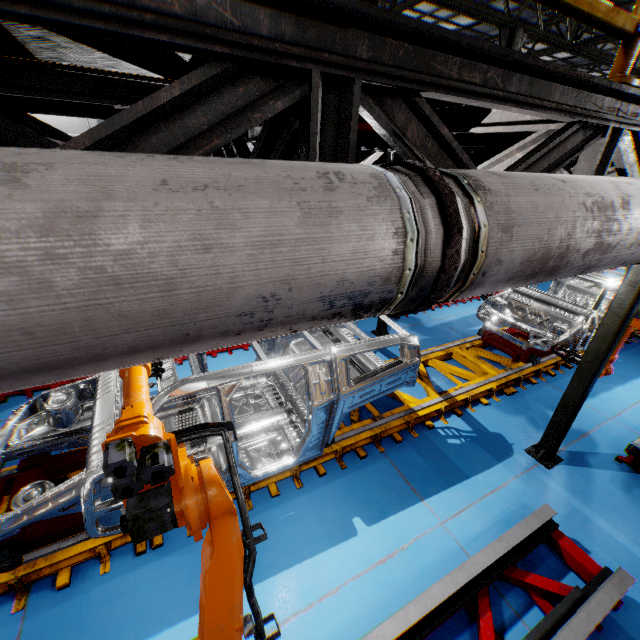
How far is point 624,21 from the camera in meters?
1.7

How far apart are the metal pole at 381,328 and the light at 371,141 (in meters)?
2.70

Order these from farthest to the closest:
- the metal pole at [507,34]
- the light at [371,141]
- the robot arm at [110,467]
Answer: the metal pole at [507,34] → the light at [371,141] → the robot arm at [110,467]

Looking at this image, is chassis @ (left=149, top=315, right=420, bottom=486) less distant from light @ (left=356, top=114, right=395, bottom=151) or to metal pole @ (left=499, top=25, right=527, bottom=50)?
light @ (left=356, top=114, right=395, bottom=151)

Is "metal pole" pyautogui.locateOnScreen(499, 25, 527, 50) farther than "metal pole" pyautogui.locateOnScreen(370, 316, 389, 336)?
Yes

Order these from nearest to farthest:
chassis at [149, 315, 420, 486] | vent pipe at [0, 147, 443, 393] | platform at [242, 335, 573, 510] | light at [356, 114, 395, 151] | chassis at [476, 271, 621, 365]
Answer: vent pipe at [0, 147, 443, 393] → light at [356, 114, 395, 151] → chassis at [149, 315, 420, 486] → platform at [242, 335, 573, 510] → chassis at [476, 271, 621, 365]

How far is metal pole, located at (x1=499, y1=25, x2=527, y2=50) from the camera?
11.0 meters

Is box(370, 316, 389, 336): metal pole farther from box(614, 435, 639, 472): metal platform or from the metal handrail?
box(614, 435, 639, 472): metal platform
